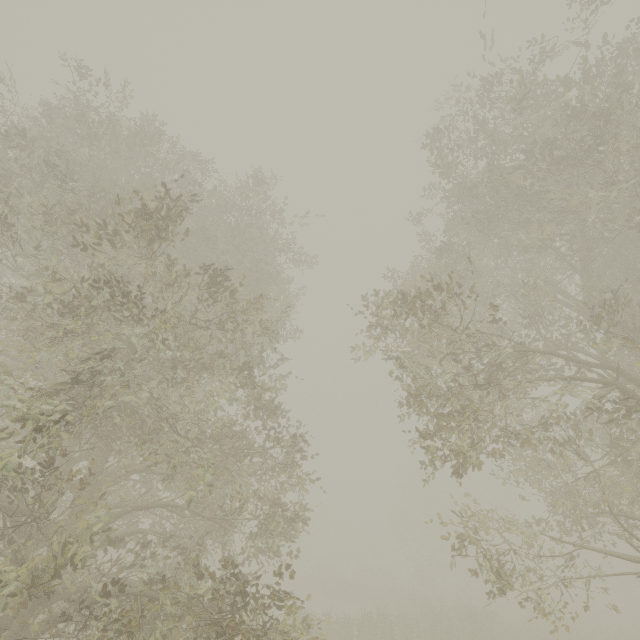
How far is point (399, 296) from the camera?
14.4 meters
